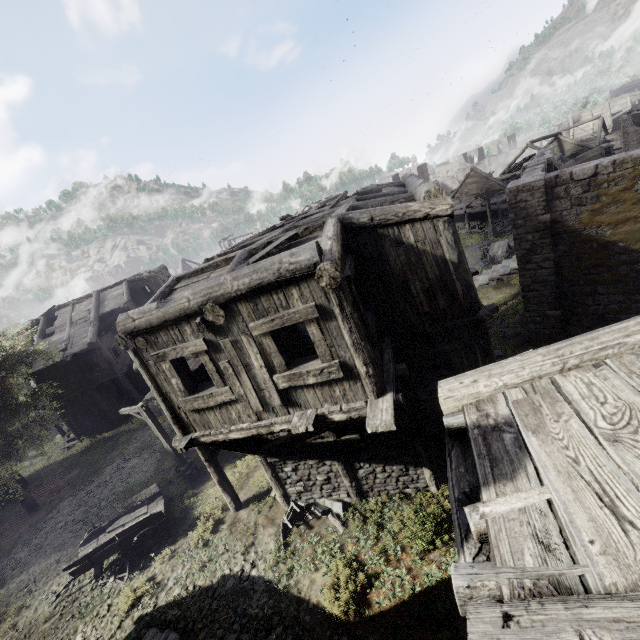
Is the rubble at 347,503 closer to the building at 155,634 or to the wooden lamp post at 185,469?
the building at 155,634

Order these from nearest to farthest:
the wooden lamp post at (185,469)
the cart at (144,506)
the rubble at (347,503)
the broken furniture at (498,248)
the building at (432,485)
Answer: the building at (432,485)
the rubble at (347,503)
the cart at (144,506)
the wooden lamp post at (185,469)
the broken furniture at (498,248)

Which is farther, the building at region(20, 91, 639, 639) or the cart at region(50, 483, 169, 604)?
the cart at region(50, 483, 169, 604)

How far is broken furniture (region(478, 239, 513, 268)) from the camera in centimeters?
2636cm

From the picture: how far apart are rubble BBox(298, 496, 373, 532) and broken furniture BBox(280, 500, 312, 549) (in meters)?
0.02

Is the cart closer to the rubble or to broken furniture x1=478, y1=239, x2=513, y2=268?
the rubble

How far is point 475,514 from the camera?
2.2m

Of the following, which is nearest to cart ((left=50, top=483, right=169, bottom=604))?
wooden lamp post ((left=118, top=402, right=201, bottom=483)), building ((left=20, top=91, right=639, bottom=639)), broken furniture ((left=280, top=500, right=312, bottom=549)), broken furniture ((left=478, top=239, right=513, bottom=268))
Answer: wooden lamp post ((left=118, top=402, right=201, bottom=483))
